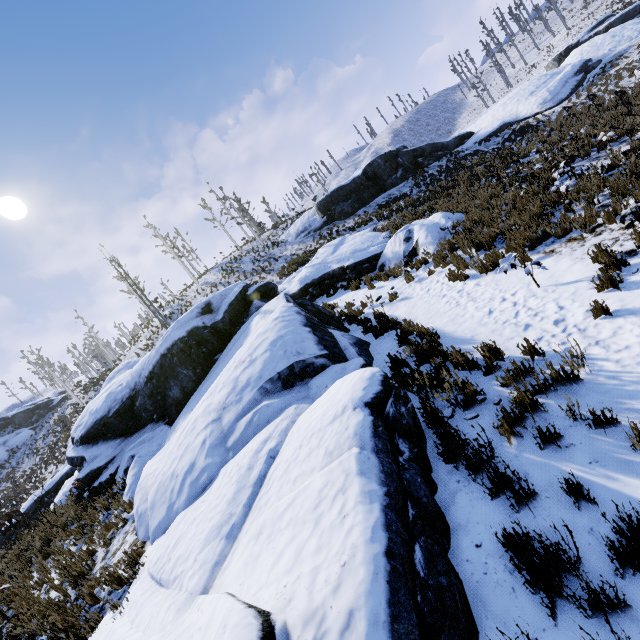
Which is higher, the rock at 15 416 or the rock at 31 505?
the rock at 15 416

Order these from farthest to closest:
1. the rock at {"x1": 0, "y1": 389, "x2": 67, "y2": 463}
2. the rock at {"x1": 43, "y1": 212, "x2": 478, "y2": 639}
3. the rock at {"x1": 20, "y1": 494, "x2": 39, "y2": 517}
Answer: the rock at {"x1": 0, "y1": 389, "x2": 67, "y2": 463} → the rock at {"x1": 20, "y1": 494, "x2": 39, "y2": 517} → the rock at {"x1": 43, "y1": 212, "x2": 478, "y2": 639}

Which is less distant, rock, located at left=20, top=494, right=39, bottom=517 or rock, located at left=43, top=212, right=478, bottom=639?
rock, located at left=43, top=212, right=478, bottom=639

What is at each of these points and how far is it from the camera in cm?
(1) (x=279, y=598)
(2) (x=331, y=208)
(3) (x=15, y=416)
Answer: (1) rock, 233
(2) rock, 2620
(3) rock, 4412

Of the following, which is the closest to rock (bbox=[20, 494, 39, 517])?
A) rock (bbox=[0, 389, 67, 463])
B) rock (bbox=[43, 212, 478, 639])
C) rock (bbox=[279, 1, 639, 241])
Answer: rock (bbox=[43, 212, 478, 639])

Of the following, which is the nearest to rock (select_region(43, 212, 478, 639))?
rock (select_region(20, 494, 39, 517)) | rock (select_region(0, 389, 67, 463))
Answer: rock (select_region(20, 494, 39, 517))

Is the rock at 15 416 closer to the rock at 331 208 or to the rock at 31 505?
the rock at 31 505
